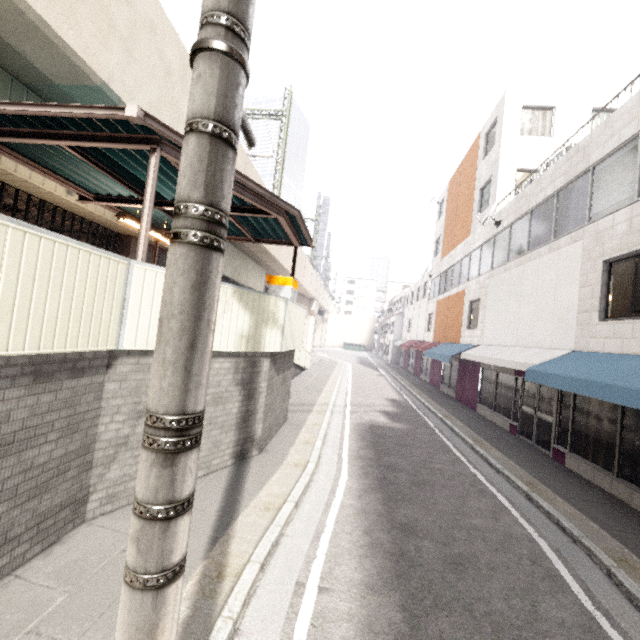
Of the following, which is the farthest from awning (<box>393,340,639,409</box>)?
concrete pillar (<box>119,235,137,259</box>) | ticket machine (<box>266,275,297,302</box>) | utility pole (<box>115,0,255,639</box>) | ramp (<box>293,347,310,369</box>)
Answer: concrete pillar (<box>119,235,137,259</box>)

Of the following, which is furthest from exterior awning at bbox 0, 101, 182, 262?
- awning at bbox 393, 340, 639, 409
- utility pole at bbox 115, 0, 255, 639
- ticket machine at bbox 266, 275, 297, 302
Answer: awning at bbox 393, 340, 639, 409

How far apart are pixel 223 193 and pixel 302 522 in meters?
4.9

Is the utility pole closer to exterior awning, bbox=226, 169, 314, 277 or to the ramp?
exterior awning, bbox=226, 169, 314, 277

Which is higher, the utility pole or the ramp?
the utility pole

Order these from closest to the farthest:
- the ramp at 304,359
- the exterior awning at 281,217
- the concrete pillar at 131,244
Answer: the exterior awning at 281,217 < the concrete pillar at 131,244 < the ramp at 304,359

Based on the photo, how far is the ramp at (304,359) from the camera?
18.1m

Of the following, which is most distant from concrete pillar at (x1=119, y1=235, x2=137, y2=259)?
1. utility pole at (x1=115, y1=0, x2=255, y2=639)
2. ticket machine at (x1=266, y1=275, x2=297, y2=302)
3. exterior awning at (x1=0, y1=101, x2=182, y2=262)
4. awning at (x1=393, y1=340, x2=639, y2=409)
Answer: awning at (x1=393, y1=340, x2=639, y2=409)
